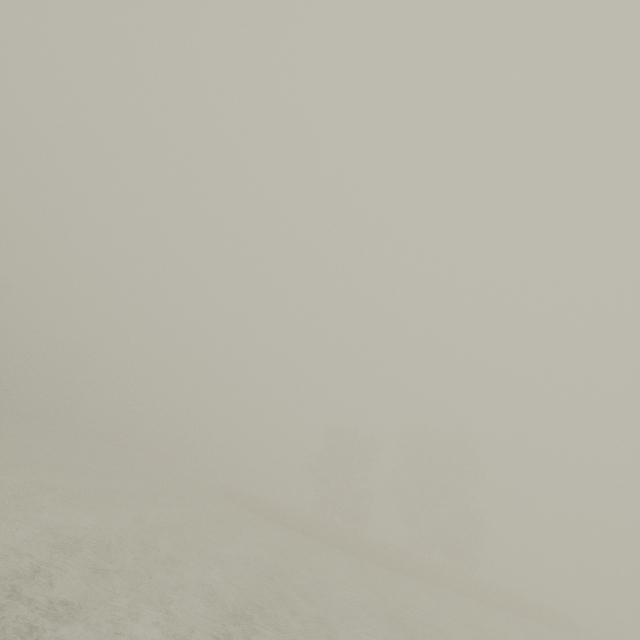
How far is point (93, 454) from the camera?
36.2 meters
